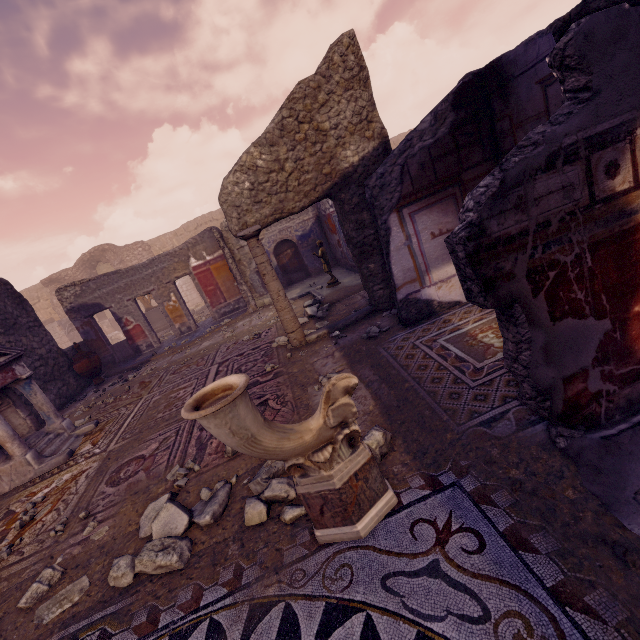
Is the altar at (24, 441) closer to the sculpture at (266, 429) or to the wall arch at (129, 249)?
the sculpture at (266, 429)

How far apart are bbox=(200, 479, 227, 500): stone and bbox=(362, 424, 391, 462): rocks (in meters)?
1.36

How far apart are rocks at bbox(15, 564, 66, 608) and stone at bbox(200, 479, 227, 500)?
0.99m

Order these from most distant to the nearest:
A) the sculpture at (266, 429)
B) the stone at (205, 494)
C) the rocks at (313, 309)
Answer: the rocks at (313, 309) < the stone at (205, 494) < the sculpture at (266, 429)

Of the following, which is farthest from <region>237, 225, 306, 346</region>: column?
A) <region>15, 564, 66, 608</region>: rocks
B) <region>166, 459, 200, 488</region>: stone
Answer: <region>15, 564, 66, 608</region>: rocks

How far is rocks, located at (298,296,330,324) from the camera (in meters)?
6.76

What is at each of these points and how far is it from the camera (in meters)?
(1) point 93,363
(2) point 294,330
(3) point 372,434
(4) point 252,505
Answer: (1) vase, 9.15
(2) column, 5.54
(3) rocks, 2.63
(4) rocks, 2.55

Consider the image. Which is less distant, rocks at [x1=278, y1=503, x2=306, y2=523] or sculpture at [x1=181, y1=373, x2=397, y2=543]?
sculpture at [x1=181, y1=373, x2=397, y2=543]
